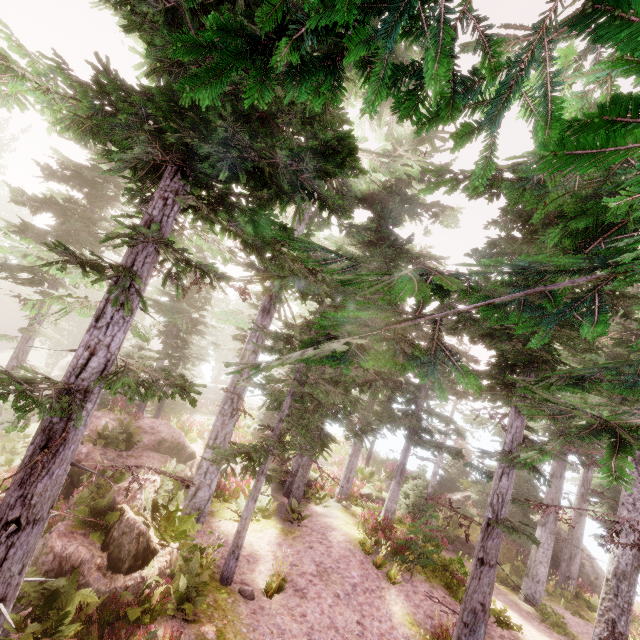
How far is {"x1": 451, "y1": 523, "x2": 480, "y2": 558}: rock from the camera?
18.5 meters

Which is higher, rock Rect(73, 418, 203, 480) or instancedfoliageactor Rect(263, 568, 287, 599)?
rock Rect(73, 418, 203, 480)

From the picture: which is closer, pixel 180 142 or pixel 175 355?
pixel 180 142

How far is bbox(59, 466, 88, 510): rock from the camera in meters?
8.3

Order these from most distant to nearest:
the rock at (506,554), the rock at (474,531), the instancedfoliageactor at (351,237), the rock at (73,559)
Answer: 1. the rock at (474,531)
2. the rock at (506,554)
3. the rock at (73,559)
4. the instancedfoliageactor at (351,237)

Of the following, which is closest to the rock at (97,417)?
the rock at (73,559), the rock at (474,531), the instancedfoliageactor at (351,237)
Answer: the instancedfoliageactor at (351,237)
